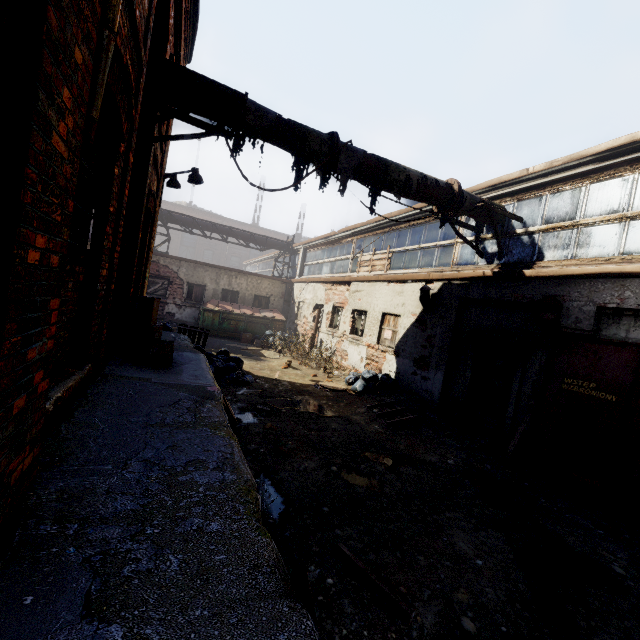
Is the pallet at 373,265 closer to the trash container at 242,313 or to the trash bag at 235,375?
the trash container at 242,313

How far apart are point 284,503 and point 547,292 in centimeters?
611cm

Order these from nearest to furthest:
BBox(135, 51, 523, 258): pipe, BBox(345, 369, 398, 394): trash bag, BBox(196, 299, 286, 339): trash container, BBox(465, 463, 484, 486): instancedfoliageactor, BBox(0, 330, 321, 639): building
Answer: BBox(0, 330, 321, 639): building, BBox(135, 51, 523, 258): pipe, BBox(465, 463, 484, 486): instancedfoliageactor, BBox(345, 369, 398, 394): trash bag, BBox(196, 299, 286, 339): trash container

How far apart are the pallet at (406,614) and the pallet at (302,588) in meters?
1.0 m

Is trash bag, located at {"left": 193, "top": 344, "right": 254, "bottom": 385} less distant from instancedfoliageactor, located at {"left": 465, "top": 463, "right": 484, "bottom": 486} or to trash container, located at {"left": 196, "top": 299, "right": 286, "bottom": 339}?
trash container, located at {"left": 196, "top": 299, "right": 286, "bottom": 339}

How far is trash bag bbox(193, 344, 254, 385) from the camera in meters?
8.6 m

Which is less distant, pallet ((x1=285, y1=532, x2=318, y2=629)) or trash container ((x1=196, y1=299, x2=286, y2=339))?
pallet ((x1=285, y1=532, x2=318, y2=629))

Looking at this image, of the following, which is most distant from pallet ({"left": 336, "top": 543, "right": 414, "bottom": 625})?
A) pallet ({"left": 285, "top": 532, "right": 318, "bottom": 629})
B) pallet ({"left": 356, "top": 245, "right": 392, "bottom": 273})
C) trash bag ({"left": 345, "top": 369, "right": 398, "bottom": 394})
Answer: pallet ({"left": 356, "top": 245, "right": 392, "bottom": 273})
